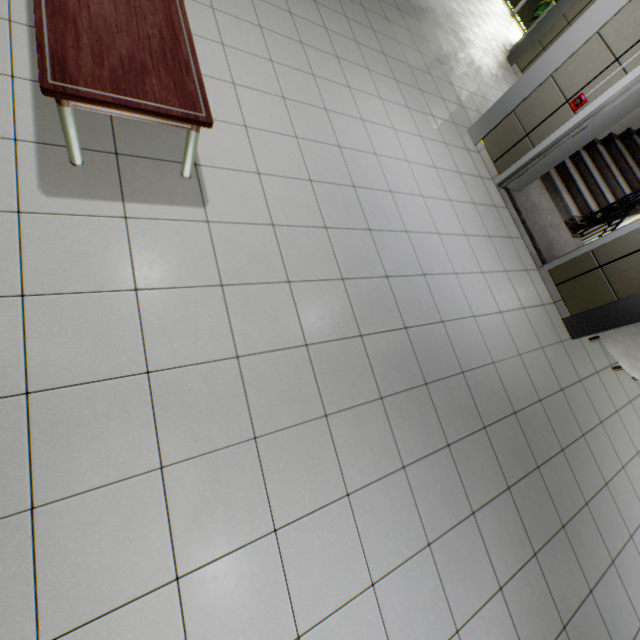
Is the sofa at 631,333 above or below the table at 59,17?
below

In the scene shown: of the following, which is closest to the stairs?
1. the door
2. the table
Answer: the door

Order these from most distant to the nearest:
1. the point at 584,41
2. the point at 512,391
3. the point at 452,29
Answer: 1. the point at 452,29
2. the point at 584,41
3. the point at 512,391

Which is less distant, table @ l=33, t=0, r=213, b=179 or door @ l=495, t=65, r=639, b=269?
table @ l=33, t=0, r=213, b=179

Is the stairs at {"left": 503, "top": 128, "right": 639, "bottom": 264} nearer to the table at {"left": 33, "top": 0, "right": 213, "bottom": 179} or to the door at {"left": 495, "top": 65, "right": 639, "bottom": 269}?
the door at {"left": 495, "top": 65, "right": 639, "bottom": 269}

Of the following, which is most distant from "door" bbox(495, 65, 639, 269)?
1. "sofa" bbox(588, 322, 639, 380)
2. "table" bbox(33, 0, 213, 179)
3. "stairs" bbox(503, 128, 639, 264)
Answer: "table" bbox(33, 0, 213, 179)

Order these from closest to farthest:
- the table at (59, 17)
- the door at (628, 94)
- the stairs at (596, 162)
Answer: the table at (59, 17)
the door at (628, 94)
the stairs at (596, 162)

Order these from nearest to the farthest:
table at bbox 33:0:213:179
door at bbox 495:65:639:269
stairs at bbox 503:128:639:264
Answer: table at bbox 33:0:213:179 → door at bbox 495:65:639:269 → stairs at bbox 503:128:639:264
